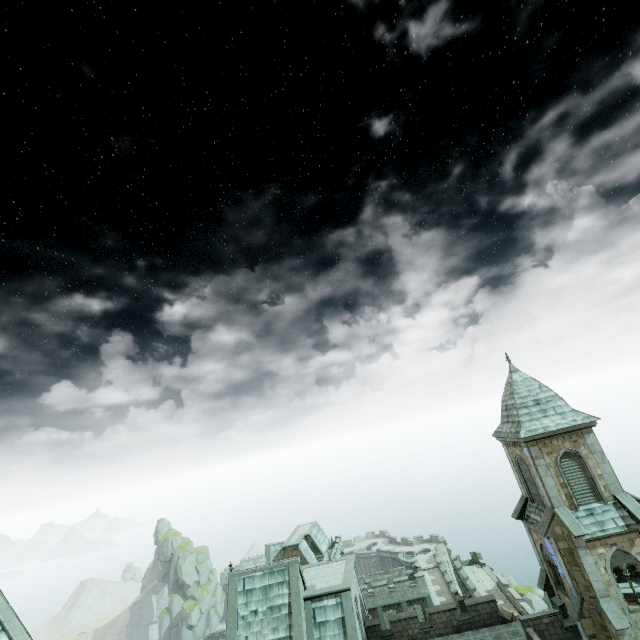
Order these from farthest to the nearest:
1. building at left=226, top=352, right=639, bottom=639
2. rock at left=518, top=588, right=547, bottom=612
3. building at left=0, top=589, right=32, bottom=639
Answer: rock at left=518, top=588, right=547, bottom=612 → building at left=226, top=352, right=639, bottom=639 → building at left=0, top=589, right=32, bottom=639

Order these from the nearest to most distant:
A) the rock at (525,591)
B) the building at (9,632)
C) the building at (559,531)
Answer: the building at (9,632), the building at (559,531), the rock at (525,591)

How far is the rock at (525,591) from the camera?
52.53m

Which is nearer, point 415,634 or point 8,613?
point 8,613

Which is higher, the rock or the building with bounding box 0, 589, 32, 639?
the building with bounding box 0, 589, 32, 639

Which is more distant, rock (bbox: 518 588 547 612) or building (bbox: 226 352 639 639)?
rock (bbox: 518 588 547 612)

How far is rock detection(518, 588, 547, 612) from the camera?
52.5m

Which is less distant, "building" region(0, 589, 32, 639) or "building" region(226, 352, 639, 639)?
"building" region(0, 589, 32, 639)
